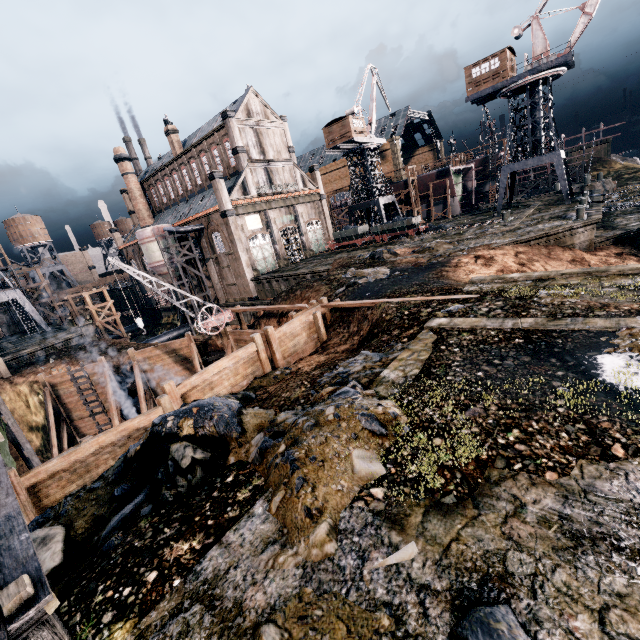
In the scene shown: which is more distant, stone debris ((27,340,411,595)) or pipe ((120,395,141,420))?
pipe ((120,395,141,420))

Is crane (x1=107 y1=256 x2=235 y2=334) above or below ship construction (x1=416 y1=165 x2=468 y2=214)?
below

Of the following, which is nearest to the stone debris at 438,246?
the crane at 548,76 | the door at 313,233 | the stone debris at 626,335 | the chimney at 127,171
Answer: the crane at 548,76

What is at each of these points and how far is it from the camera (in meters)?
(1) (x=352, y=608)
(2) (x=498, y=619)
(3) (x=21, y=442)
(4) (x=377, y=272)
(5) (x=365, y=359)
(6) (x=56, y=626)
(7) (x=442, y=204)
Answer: (1) stone debris, 4.21
(2) stone debris, 3.63
(3) wooden scaffolding, 22.59
(4) stone debris, 23.94
(5) stone debris, 12.10
(6) wooden scaffolding, 4.29
(7) ship construction, 56.91

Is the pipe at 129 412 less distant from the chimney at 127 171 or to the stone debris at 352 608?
the stone debris at 352 608

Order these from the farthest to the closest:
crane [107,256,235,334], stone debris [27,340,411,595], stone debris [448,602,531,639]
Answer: crane [107,256,235,334], stone debris [27,340,411,595], stone debris [448,602,531,639]

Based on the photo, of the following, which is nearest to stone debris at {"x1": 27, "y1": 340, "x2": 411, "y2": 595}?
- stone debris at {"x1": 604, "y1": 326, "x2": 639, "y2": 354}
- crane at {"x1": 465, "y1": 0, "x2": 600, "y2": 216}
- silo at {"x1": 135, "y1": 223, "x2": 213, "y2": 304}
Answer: stone debris at {"x1": 604, "y1": 326, "x2": 639, "y2": 354}

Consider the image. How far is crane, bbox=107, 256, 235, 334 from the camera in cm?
2008
